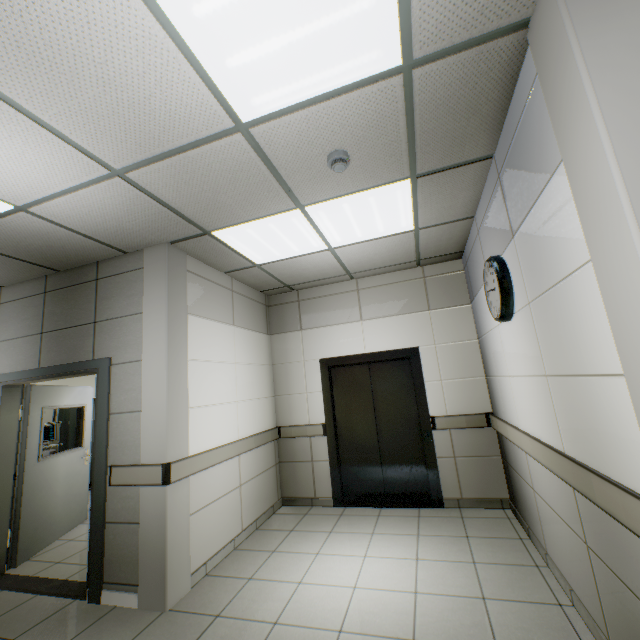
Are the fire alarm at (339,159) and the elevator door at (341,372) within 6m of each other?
yes

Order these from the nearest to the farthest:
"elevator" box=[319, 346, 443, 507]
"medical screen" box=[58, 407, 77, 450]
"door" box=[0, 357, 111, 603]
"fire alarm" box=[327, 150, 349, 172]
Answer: "fire alarm" box=[327, 150, 349, 172] → "door" box=[0, 357, 111, 603] → "elevator" box=[319, 346, 443, 507] → "medical screen" box=[58, 407, 77, 450]

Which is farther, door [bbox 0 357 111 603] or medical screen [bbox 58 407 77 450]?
medical screen [bbox 58 407 77 450]

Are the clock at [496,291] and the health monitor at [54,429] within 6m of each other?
no

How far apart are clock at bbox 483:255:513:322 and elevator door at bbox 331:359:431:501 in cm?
188

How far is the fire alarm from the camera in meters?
2.2 m

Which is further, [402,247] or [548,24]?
[402,247]

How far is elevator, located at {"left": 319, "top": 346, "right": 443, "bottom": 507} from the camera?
4.25m
